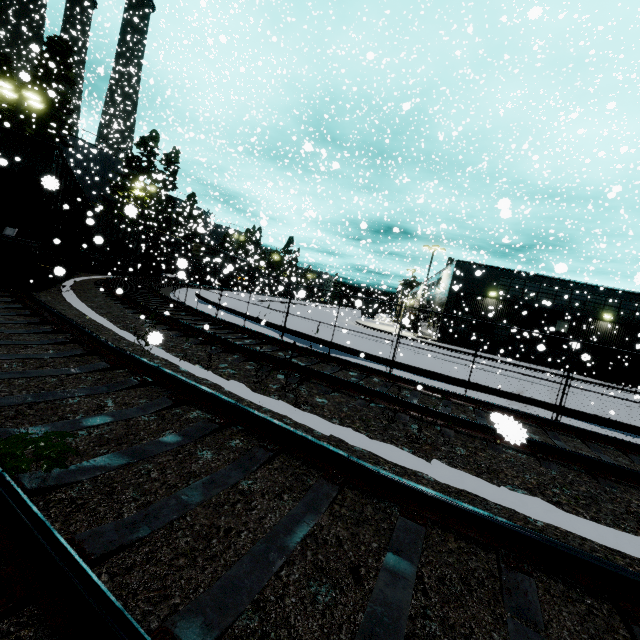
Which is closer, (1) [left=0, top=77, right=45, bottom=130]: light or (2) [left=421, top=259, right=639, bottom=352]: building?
(1) [left=0, top=77, right=45, bottom=130]: light

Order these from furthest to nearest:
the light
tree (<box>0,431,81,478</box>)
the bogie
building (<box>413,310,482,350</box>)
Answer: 1. building (<box>413,310,482,350</box>)
2. the light
3. the bogie
4. tree (<box>0,431,81,478</box>)

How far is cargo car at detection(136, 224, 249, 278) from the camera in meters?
33.1 m

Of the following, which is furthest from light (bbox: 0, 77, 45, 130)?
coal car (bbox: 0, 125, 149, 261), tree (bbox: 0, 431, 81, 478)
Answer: tree (bbox: 0, 431, 81, 478)

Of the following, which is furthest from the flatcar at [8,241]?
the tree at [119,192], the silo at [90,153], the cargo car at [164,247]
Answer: the silo at [90,153]

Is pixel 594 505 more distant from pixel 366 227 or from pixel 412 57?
pixel 412 57

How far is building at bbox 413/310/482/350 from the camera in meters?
29.8 m

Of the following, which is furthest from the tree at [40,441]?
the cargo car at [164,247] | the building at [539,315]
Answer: the cargo car at [164,247]
